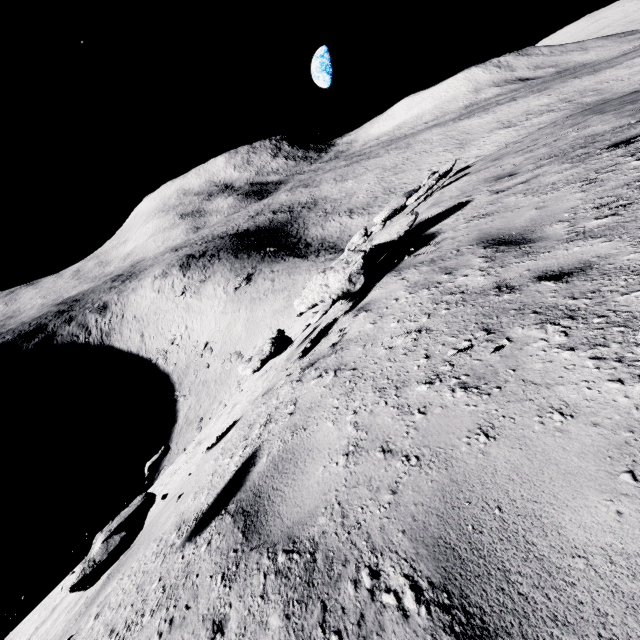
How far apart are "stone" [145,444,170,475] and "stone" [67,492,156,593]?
2.3m

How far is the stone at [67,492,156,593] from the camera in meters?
2.2

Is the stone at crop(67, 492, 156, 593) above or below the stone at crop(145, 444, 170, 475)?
above

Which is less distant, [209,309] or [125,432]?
[125,432]

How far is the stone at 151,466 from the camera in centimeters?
484cm

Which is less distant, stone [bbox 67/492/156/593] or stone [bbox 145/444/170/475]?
stone [bbox 67/492/156/593]

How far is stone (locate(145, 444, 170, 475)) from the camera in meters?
4.8

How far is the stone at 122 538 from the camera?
2.20m
